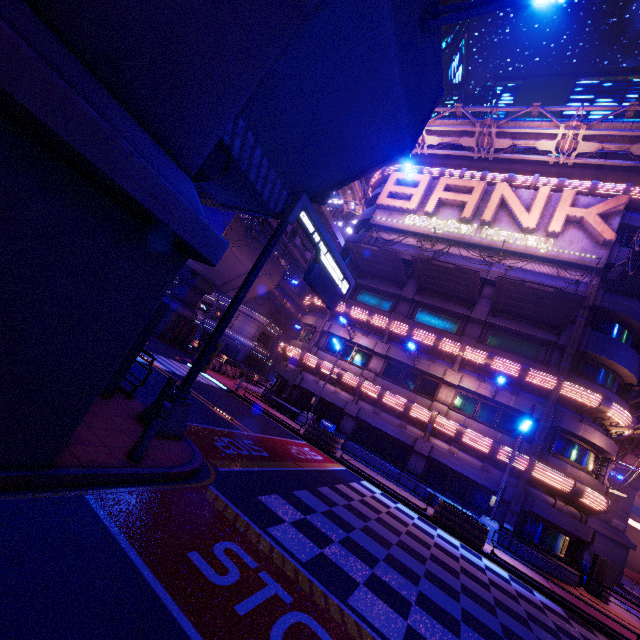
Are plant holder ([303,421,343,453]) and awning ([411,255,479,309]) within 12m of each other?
yes

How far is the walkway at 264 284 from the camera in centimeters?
3631cm

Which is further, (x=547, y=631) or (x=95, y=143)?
(x=547, y=631)

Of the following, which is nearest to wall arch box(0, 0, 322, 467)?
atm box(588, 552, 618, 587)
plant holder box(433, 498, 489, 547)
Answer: plant holder box(433, 498, 489, 547)

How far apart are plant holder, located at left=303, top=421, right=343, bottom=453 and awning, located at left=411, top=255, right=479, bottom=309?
11.5m

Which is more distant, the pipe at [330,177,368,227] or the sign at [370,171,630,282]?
the pipe at [330,177,368,227]

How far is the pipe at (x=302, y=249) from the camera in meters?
32.1 m

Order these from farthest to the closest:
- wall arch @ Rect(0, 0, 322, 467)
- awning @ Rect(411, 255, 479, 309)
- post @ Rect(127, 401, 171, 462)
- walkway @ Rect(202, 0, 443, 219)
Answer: awning @ Rect(411, 255, 479, 309), walkway @ Rect(202, 0, 443, 219), post @ Rect(127, 401, 171, 462), wall arch @ Rect(0, 0, 322, 467)
